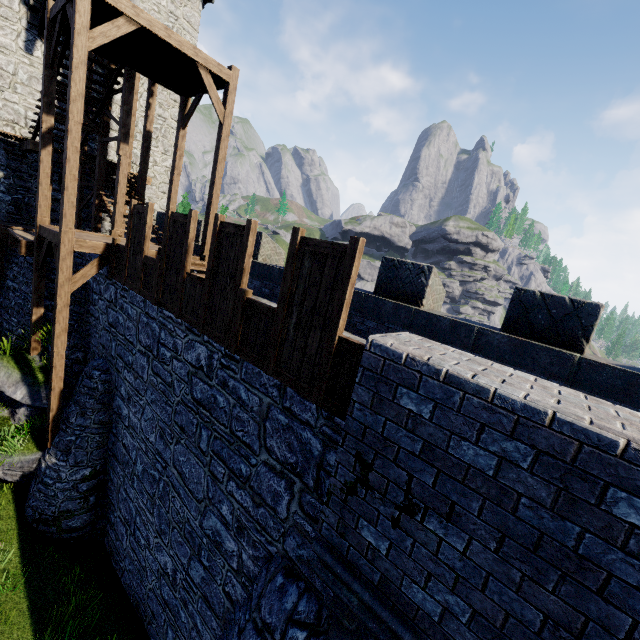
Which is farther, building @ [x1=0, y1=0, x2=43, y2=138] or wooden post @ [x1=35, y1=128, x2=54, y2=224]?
building @ [x1=0, y1=0, x2=43, y2=138]

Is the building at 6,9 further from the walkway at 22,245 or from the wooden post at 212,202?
the wooden post at 212,202

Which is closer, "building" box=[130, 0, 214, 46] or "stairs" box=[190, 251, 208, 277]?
"stairs" box=[190, 251, 208, 277]

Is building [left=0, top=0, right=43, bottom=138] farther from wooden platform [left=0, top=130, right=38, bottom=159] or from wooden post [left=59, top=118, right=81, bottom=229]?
wooden post [left=59, top=118, right=81, bottom=229]

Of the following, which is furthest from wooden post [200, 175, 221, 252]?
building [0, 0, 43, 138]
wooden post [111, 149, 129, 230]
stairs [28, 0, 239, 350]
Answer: building [0, 0, 43, 138]

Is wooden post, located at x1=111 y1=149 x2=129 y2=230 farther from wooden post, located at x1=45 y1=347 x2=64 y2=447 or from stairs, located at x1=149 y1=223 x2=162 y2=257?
wooden post, located at x1=45 y1=347 x2=64 y2=447

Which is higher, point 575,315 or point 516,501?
point 575,315

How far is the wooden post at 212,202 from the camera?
10.65m
